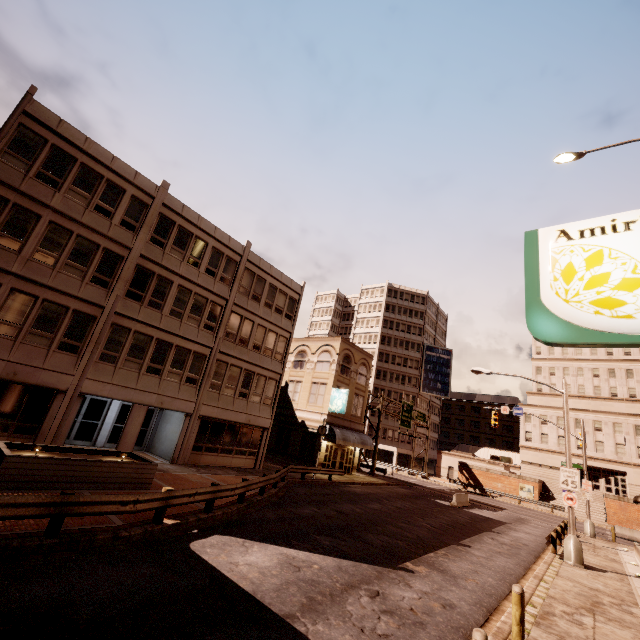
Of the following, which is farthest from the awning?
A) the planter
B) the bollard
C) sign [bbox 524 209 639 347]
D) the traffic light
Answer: sign [bbox 524 209 639 347]

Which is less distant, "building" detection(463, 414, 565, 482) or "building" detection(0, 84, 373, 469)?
"building" detection(0, 84, 373, 469)

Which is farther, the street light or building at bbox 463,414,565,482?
building at bbox 463,414,565,482

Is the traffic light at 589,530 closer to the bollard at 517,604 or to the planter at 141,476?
the bollard at 517,604

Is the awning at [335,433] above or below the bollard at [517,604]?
above

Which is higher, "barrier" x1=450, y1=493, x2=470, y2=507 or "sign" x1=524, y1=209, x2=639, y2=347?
"sign" x1=524, y1=209, x2=639, y2=347

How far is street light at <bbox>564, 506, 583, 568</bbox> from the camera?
15.6 meters

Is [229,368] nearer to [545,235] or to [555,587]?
[555,587]
